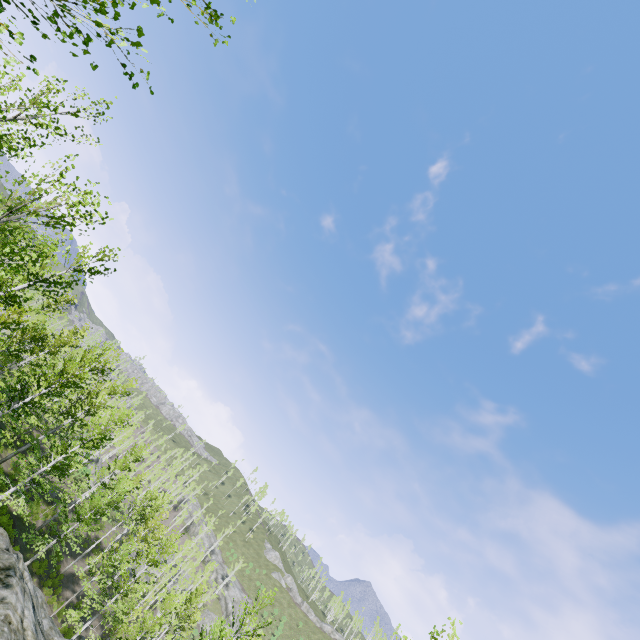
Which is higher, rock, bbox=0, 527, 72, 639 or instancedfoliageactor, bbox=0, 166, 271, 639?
instancedfoliageactor, bbox=0, 166, 271, 639

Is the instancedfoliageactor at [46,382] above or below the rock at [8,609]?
above

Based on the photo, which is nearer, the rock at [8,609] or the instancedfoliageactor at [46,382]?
the rock at [8,609]

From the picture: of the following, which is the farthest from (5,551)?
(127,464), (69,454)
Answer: (127,464)

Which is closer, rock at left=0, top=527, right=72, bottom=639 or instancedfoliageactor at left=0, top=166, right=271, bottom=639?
rock at left=0, top=527, right=72, bottom=639
